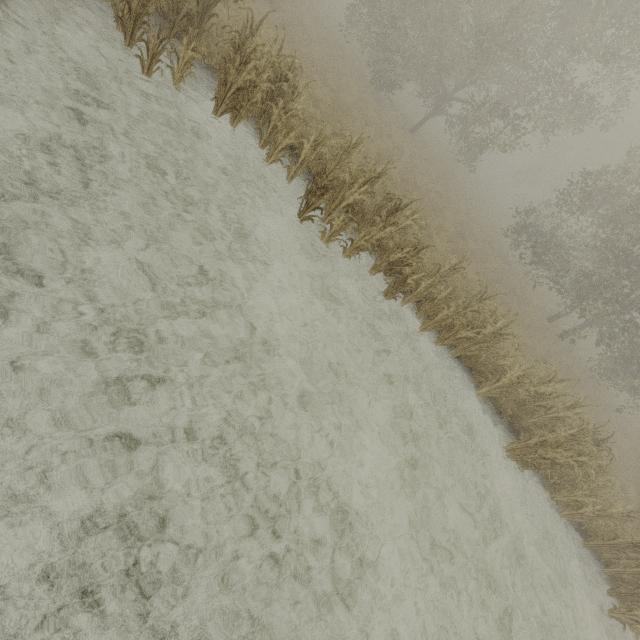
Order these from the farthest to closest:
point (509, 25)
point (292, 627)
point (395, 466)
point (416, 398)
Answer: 1. point (509, 25)
2. point (416, 398)
3. point (395, 466)
4. point (292, 627)
